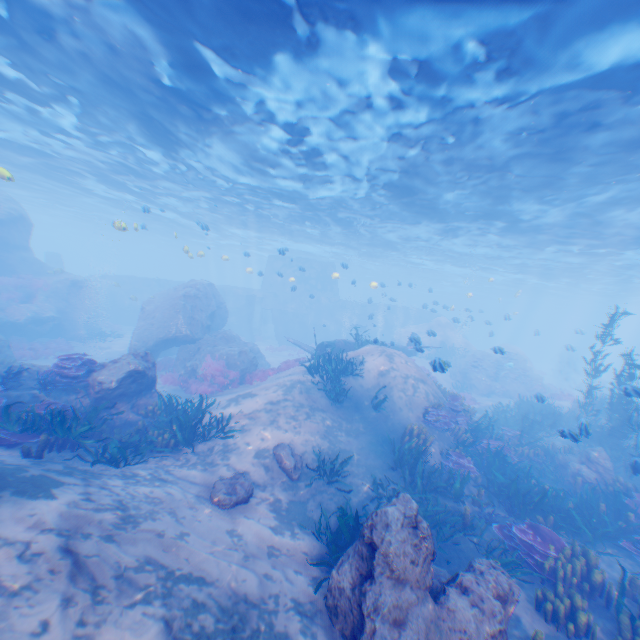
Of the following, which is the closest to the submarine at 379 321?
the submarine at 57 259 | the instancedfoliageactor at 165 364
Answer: the submarine at 57 259

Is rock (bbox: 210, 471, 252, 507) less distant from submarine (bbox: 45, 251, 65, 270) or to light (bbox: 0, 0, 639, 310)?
light (bbox: 0, 0, 639, 310)

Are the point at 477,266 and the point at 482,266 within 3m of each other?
yes

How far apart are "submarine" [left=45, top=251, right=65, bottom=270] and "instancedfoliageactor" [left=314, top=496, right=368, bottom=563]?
42.9m

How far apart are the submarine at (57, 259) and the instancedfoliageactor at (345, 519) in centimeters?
4292cm

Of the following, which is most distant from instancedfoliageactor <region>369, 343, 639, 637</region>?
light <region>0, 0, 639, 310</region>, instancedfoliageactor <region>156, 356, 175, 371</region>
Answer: instancedfoliageactor <region>156, 356, 175, 371</region>

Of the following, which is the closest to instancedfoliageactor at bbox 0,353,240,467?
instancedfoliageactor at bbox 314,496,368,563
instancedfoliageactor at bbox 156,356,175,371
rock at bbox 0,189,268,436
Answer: rock at bbox 0,189,268,436

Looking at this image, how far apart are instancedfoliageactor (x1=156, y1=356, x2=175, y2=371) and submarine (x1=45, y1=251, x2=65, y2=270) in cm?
2759
